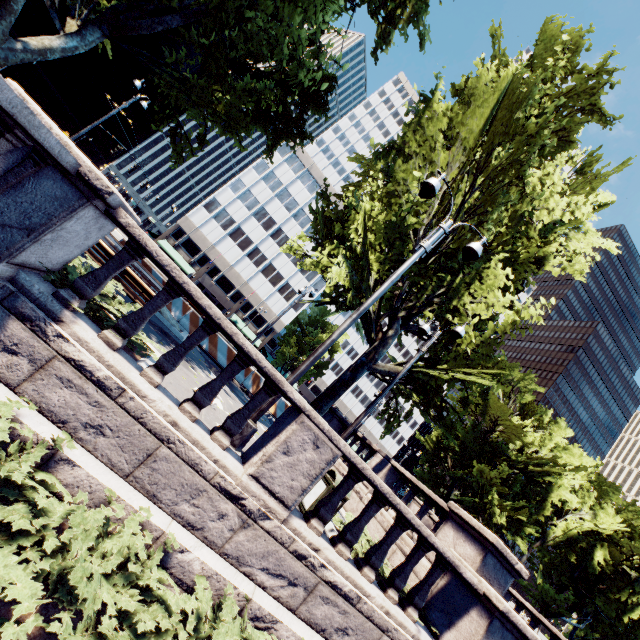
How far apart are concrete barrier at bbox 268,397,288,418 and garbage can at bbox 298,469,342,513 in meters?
8.9

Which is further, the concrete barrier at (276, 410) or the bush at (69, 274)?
the concrete barrier at (276, 410)

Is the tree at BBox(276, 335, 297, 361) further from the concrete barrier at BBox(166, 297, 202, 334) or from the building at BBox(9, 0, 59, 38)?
the building at BBox(9, 0, 59, 38)

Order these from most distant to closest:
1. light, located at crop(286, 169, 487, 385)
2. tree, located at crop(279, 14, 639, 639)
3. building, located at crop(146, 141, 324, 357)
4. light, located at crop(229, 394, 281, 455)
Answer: building, located at crop(146, 141, 324, 357) → tree, located at crop(279, 14, 639, 639) → light, located at crop(286, 169, 487, 385) → light, located at crop(229, 394, 281, 455)

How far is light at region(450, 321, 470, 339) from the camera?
10.9m

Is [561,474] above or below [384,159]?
above

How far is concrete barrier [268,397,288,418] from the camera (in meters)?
15.68

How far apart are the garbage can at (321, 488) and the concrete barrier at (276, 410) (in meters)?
8.94
